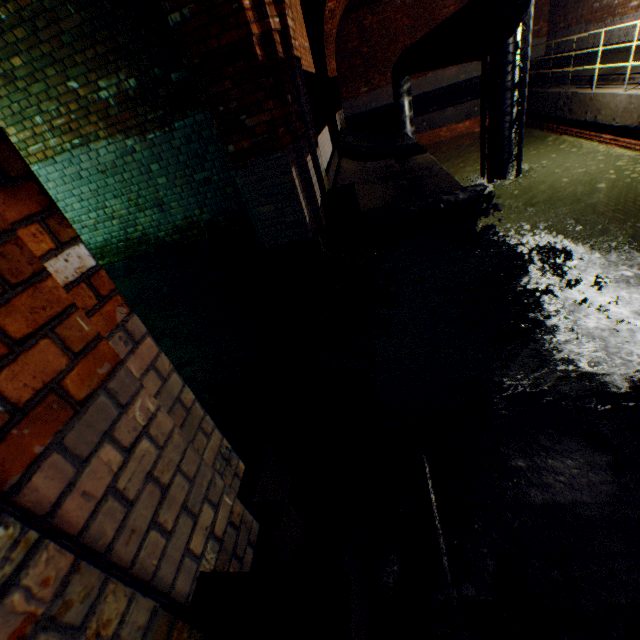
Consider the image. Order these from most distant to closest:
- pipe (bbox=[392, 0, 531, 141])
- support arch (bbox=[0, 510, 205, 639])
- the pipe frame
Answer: the pipe frame < pipe (bbox=[392, 0, 531, 141]) < support arch (bbox=[0, 510, 205, 639])

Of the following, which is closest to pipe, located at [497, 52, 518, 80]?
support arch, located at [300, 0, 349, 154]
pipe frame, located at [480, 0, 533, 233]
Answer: pipe frame, located at [480, 0, 533, 233]

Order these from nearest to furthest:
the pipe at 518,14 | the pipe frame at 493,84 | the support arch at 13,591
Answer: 1. the support arch at 13,591
2. the pipe at 518,14
3. the pipe frame at 493,84

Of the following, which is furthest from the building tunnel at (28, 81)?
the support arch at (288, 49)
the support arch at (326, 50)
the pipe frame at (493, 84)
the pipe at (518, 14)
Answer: the pipe frame at (493, 84)

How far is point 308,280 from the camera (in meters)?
4.23

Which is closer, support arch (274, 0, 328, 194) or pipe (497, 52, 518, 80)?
support arch (274, 0, 328, 194)

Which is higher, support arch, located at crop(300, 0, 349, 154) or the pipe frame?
support arch, located at crop(300, 0, 349, 154)

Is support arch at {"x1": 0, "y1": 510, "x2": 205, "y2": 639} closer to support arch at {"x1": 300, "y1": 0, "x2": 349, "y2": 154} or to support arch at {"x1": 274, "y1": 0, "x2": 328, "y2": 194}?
support arch at {"x1": 274, "y1": 0, "x2": 328, "y2": 194}
